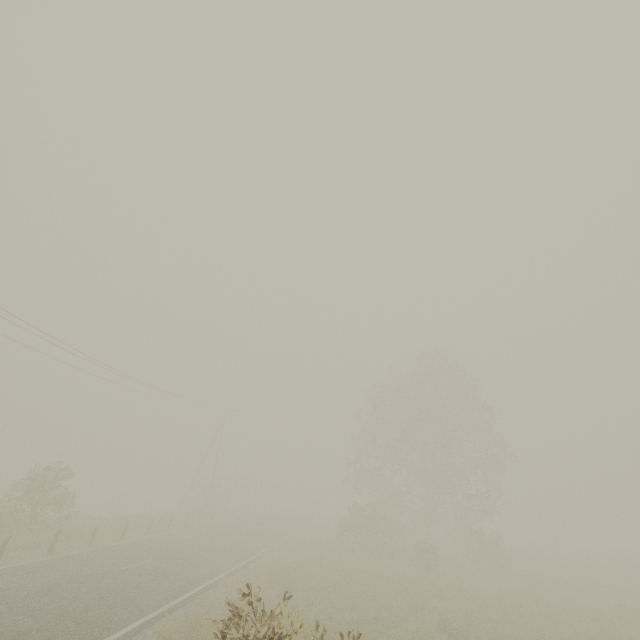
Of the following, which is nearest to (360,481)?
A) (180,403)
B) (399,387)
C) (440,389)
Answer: (399,387)
